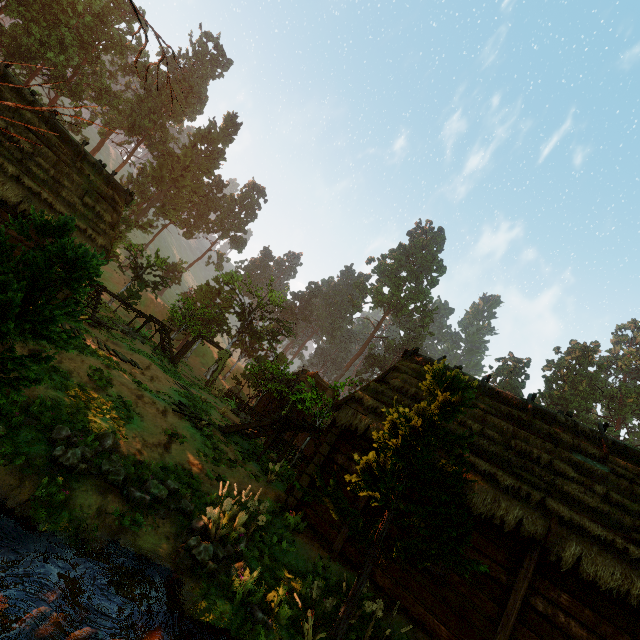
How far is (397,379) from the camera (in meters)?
12.80

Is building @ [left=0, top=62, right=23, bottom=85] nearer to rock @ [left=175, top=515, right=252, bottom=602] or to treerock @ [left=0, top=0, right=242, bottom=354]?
treerock @ [left=0, top=0, right=242, bottom=354]

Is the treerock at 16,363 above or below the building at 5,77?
below

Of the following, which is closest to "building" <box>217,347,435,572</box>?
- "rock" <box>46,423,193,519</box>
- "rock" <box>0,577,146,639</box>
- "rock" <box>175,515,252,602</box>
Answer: "rock" <box>175,515,252,602</box>

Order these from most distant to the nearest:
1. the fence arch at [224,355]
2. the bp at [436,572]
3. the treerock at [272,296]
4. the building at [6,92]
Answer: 1. the fence arch at [224,355]
2. the treerock at [272,296]
3. the building at [6,92]
4. the bp at [436,572]

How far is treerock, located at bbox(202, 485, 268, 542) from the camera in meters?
6.8 m

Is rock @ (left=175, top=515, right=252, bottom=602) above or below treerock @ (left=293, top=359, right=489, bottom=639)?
below

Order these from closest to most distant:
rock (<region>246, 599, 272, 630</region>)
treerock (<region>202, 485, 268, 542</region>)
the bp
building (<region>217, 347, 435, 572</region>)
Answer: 1. rock (<region>246, 599, 272, 630</region>)
2. treerock (<region>202, 485, 268, 542</region>)
3. the bp
4. building (<region>217, 347, 435, 572</region>)
